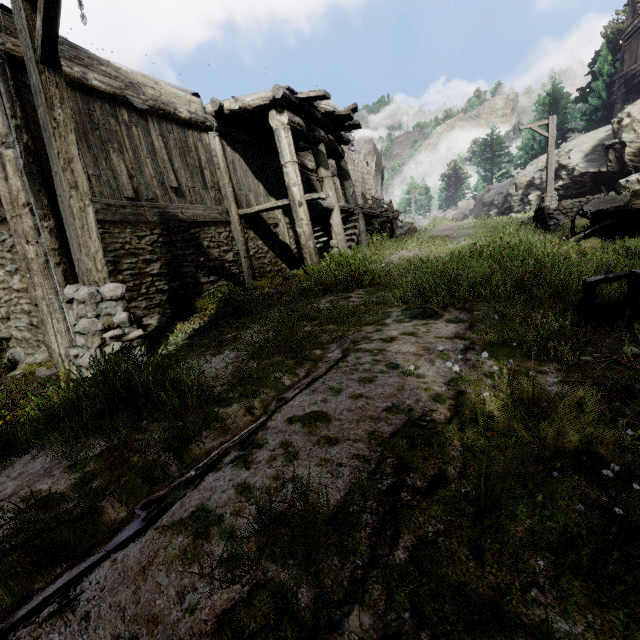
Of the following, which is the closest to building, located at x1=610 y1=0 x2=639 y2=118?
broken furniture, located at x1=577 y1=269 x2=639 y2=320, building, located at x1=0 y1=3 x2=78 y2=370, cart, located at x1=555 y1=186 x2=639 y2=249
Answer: building, located at x1=0 y1=3 x2=78 y2=370

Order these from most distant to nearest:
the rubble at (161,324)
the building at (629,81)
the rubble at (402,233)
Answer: the building at (629,81) < the rubble at (402,233) < the rubble at (161,324)

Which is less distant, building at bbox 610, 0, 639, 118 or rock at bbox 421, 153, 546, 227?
building at bbox 610, 0, 639, 118

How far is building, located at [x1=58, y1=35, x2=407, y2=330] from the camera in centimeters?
620cm

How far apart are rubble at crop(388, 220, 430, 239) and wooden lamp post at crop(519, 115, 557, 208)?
5.7m

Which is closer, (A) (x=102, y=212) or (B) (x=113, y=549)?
(B) (x=113, y=549)

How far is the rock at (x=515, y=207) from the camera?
22.5m

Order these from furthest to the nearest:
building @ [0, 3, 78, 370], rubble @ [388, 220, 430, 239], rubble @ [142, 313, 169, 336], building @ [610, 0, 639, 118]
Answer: building @ [610, 0, 639, 118]
rubble @ [388, 220, 430, 239]
rubble @ [142, 313, 169, 336]
building @ [0, 3, 78, 370]
